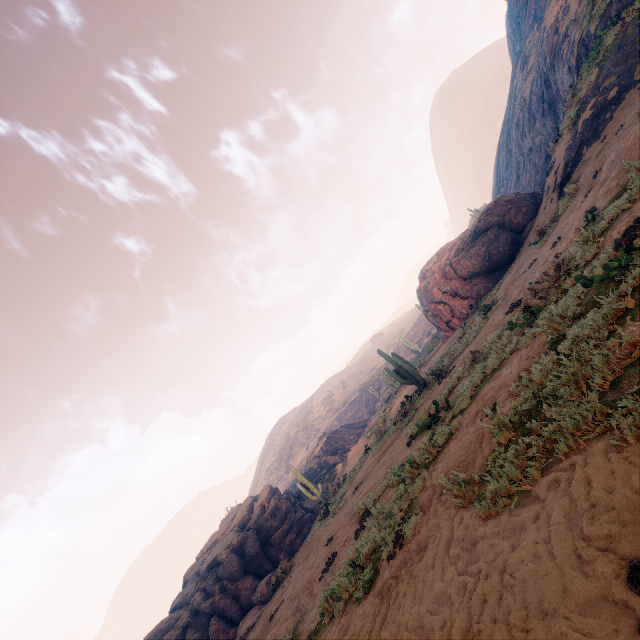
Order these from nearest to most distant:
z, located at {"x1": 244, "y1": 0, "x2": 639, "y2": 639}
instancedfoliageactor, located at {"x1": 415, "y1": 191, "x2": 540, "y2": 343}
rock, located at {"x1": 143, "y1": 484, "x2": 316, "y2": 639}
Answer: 1. z, located at {"x1": 244, "y1": 0, "x2": 639, "y2": 639}
2. rock, located at {"x1": 143, "y1": 484, "x2": 316, "y2": 639}
3. instancedfoliageactor, located at {"x1": 415, "y1": 191, "x2": 540, "y2": 343}

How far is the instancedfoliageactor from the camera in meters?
18.9 m

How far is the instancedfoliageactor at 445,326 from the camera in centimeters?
1892cm

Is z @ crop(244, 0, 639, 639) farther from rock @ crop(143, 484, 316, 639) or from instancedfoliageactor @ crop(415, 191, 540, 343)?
rock @ crop(143, 484, 316, 639)

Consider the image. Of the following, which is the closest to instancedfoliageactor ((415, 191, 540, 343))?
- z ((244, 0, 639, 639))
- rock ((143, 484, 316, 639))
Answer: z ((244, 0, 639, 639))

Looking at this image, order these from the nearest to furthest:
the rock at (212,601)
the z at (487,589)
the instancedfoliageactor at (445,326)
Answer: the z at (487,589)
the rock at (212,601)
the instancedfoliageactor at (445,326)

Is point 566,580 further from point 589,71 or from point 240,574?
point 589,71
